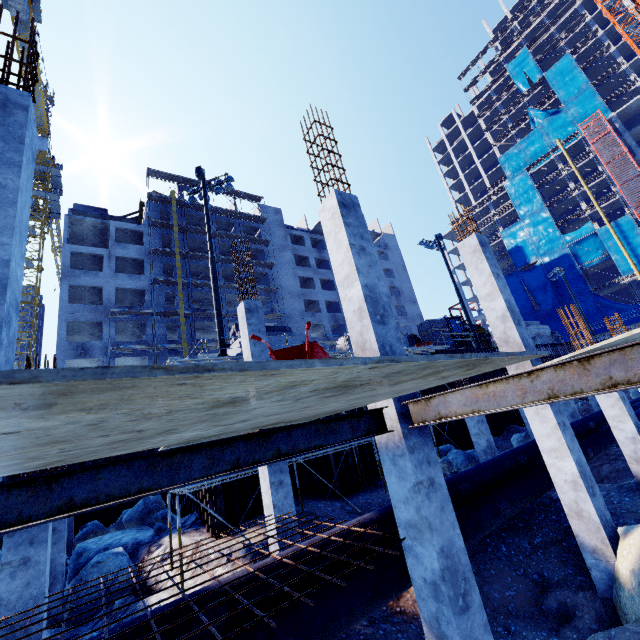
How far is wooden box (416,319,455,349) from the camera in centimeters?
2388cm

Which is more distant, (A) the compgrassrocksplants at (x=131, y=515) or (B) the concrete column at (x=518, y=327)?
(A) the compgrassrocksplants at (x=131, y=515)

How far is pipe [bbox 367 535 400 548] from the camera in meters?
6.4 m

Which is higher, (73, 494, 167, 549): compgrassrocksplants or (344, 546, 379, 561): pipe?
(73, 494, 167, 549): compgrassrocksplants

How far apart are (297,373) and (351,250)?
5.1 meters

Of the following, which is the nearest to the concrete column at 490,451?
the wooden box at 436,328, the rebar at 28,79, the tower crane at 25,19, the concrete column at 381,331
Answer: the rebar at 28,79

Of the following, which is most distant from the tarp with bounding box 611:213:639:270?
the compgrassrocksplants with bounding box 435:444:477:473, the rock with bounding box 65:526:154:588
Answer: the rock with bounding box 65:526:154:588

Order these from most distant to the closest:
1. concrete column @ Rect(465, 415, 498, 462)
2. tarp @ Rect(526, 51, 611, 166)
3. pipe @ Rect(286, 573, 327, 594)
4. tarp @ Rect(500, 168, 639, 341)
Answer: tarp @ Rect(526, 51, 611, 166)
tarp @ Rect(500, 168, 639, 341)
concrete column @ Rect(465, 415, 498, 462)
pipe @ Rect(286, 573, 327, 594)
